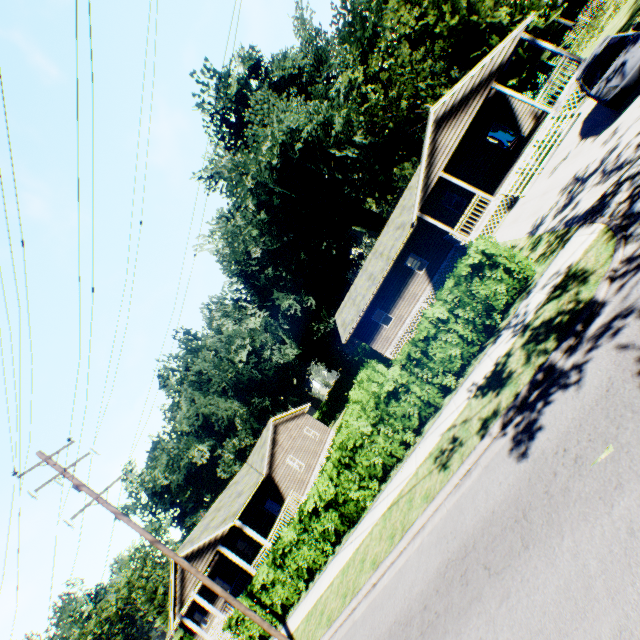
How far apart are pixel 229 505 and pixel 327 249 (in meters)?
28.41

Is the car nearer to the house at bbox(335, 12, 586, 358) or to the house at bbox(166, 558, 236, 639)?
the house at bbox(335, 12, 586, 358)

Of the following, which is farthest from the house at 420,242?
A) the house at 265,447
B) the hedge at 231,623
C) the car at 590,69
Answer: the hedge at 231,623

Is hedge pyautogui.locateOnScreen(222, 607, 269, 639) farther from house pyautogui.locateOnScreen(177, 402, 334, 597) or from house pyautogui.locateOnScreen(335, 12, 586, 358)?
house pyautogui.locateOnScreen(335, 12, 586, 358)

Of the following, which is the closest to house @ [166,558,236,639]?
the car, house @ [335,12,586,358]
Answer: house @ [335,12,586,358]

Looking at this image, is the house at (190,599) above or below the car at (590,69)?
above
